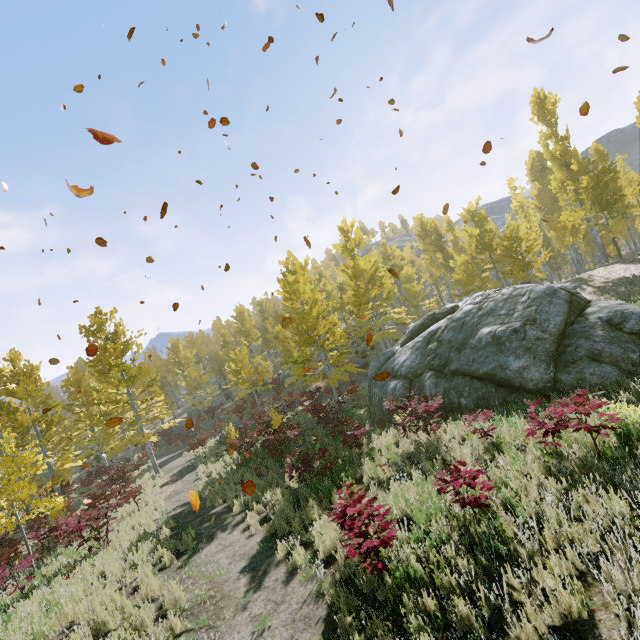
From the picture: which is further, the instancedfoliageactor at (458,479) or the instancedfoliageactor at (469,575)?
the instancedfoliageactor at (458,479)

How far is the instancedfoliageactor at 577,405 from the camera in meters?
5.9

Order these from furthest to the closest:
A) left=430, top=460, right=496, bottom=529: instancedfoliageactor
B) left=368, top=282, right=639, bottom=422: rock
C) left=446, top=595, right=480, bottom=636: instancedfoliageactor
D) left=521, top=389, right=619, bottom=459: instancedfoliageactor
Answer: left=368, top=282, right=639, bottom=422: rock, left=521, top=389, right=619, bottom=459: instancedfoliageactor, left=430, top=460, right=496, bottom=529: instancedfoliageactor, left=446, top=595, right=480, bottom=636: instancedfoliageactor

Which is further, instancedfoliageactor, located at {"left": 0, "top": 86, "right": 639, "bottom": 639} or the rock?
the rock

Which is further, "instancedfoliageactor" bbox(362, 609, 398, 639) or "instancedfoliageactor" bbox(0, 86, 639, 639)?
"instancedfoliageactor" bbox(0, 86, 639, 639)

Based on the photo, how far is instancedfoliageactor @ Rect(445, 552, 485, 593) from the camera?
→ 4.0 meters

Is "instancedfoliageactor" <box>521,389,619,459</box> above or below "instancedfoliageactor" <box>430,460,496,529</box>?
below

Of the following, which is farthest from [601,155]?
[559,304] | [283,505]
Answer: [283,505]
